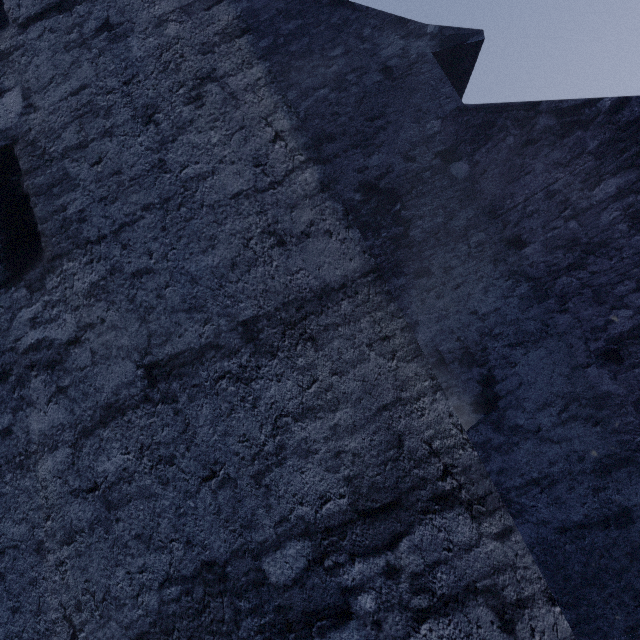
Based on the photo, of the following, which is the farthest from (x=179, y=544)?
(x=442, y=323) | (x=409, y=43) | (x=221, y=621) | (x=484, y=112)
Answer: (x=409, y=43)
